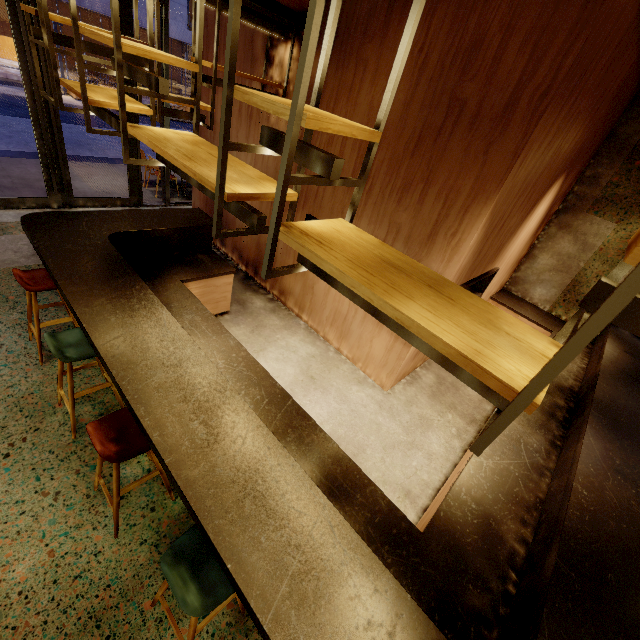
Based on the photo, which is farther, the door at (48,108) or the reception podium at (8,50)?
the reception podium at (8,50)

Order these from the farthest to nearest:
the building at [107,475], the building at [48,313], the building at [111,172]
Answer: the building at [111,172], the building at [48,313], the building at [107,475]

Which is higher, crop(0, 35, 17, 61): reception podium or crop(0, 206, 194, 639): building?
crop(0, 35, 17, 61): reception podium

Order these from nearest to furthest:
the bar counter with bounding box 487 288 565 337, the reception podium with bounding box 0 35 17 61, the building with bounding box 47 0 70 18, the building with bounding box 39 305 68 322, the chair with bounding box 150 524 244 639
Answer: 1. the chair with bounding box 150 524 244 639
2. the building with bounding box 39 305 68 322
3. the bar counter with bounding box 487 288 565 337
4. the building with bounding box 47 0 70 18
5. the reception podium with bounding box 0 35 17 61

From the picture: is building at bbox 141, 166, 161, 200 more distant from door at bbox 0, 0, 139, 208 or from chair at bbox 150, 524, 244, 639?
chair at bbox 150, 524, 244, 639

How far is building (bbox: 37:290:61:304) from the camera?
4.14m

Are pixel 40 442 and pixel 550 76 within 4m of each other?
no
